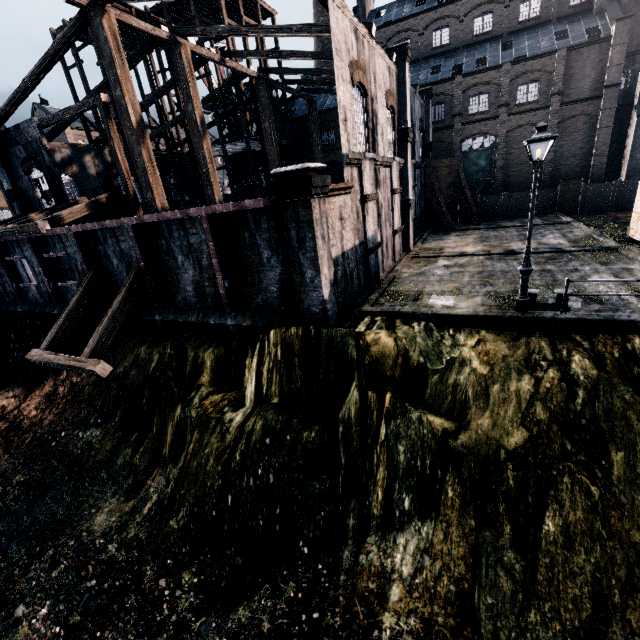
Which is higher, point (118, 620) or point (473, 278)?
point (473, 278)

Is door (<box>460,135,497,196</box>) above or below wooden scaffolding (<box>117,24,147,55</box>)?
below

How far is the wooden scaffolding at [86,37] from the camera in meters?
29.1 m

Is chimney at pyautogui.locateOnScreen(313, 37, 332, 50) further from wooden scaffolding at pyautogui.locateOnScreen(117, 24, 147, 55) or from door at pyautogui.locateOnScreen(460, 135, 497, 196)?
door at pyautogui.locateOnScreen(460, 135, 497, 196)

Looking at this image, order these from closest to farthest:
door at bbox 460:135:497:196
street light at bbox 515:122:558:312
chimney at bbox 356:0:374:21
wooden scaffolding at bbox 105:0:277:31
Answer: street light at bbox 515:122:558:312
wooden scaffolding at bbox 105:0:277:31
door at bbox 460:135:497:196
chimney at bbox 356:0:374:21

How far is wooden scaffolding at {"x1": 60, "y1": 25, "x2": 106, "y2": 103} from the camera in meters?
29.1

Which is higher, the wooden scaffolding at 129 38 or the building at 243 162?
the wooden scaffolding at 129 38

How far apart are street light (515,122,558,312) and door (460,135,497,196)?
A: 32.1m
